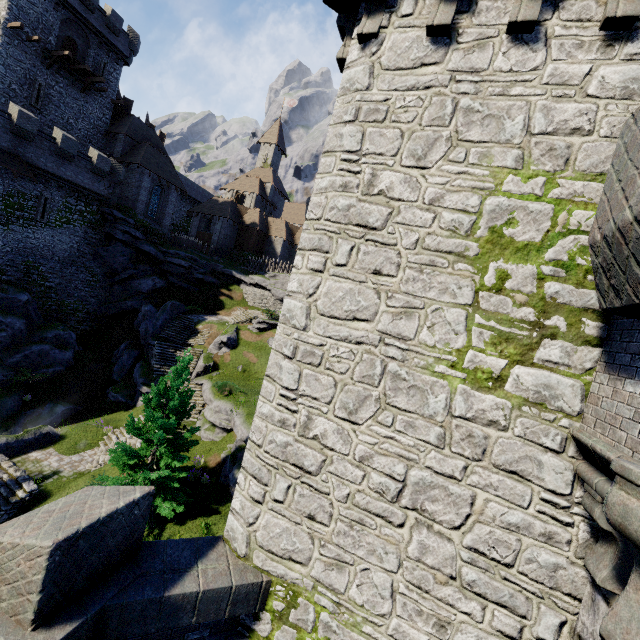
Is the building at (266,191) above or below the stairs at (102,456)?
above

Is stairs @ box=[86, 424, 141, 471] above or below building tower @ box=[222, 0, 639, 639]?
below

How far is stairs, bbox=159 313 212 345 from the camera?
30.7 meters

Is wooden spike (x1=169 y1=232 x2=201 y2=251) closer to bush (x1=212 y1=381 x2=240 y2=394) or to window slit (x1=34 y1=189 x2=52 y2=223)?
window slit (x1=34 y1=189 x2=52 y2=223)

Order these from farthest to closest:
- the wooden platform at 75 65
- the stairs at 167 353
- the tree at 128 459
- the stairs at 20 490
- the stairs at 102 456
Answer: the wooden platform at 75 65
the stairs at 167 353
the stairs at 102 456
the stairs at 20 490
the tree at 128 459

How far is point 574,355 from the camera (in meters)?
3.70

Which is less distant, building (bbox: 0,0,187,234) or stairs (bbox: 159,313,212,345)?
building (bbox: 0,0,187,234)

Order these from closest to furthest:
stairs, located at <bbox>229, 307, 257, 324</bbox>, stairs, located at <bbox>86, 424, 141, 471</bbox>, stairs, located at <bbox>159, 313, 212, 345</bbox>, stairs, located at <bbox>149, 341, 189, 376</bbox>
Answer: stairs, located at <bbox>86, 424, 141, 471</bbox>
stairs, located at <bbox>149, 341, 189, 376</bbox>
stairs, located at <bbox>159, 313, 212, 345</bbox>
stairs, located at <bbox>229, 307, 257, 324</bbox>
